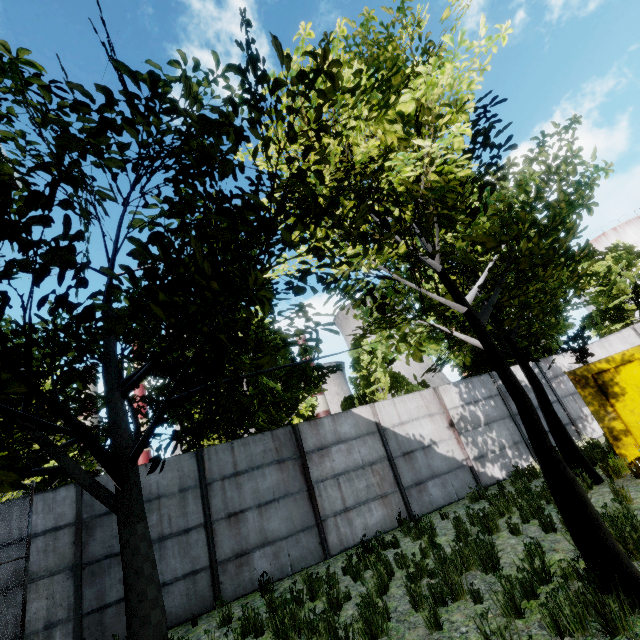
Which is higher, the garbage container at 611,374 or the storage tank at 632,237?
the storage tank at 632,237

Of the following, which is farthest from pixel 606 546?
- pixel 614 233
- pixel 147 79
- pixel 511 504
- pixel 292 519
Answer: pixel 614 233

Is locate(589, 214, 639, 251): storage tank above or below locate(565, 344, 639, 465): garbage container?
above

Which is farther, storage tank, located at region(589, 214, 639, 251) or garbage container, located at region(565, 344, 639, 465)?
storage tank, located at region(589, 214, 639, 251)

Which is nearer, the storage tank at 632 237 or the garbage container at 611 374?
the garbage container at 611 374
